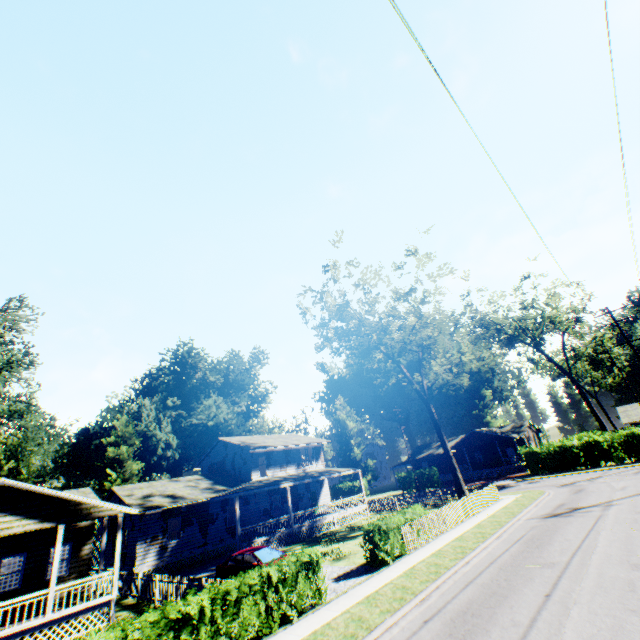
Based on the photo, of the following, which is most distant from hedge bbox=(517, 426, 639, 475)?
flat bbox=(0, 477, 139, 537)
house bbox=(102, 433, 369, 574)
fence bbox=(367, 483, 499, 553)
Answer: flat bbox=(0, 477, 139, 537)

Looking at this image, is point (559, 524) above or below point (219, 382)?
below

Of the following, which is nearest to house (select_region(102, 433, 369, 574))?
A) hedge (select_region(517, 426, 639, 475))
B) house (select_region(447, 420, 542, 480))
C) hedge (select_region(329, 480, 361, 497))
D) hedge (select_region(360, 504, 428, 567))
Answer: hedge (select_region(360, 504, 428, 567))

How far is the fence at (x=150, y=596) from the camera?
14.6m

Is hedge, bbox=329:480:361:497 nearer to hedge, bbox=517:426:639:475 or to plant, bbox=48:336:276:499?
plant, bbox=48:336:276:499

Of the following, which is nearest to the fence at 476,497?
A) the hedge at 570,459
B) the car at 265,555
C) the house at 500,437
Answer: the car at 265,555

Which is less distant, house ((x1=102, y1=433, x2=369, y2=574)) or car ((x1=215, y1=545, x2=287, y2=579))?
car ((x1=215, y1=545, x2=287, y2=579))

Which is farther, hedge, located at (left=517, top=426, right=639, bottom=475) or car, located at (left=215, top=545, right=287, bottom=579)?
hedge, located at (left=517, top=426, right=639, bottom=475)
